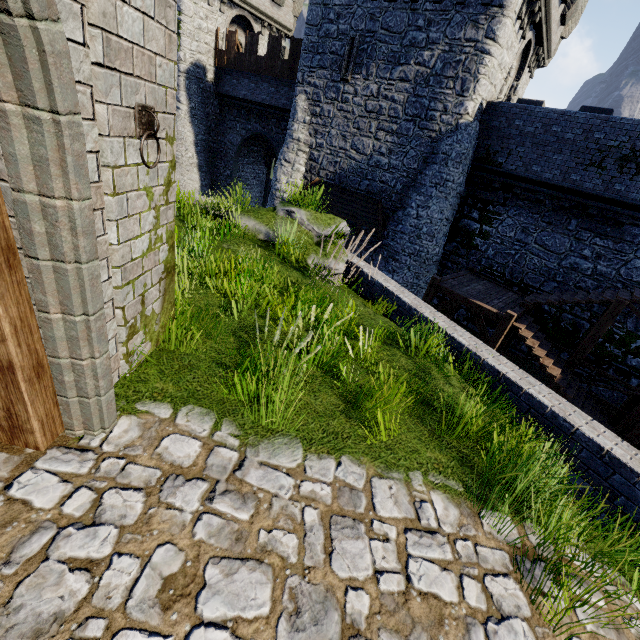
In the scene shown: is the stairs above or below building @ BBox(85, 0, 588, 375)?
below

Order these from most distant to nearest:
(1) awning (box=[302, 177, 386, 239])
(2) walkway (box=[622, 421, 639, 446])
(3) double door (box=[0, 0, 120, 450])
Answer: (1) awning (box=[302, 177, 386, 239])
(2) walkway (box=[622, 421, 639, 446])
(3) double door (box=[0, 0, 120, 450])

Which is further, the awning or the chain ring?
the awning

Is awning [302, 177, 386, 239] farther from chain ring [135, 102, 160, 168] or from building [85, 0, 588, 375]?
chain ring [135, 102, 160, 168]

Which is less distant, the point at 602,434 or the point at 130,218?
the point at 130,218

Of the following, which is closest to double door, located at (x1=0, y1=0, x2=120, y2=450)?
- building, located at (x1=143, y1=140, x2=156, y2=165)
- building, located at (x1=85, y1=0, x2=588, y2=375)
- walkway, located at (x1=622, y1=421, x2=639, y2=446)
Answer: building, located at (x1=143, y1=140, x2=156, y2=165)

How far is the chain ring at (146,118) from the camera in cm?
233

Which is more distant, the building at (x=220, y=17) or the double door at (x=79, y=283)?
the building at (x=220, y=17)
